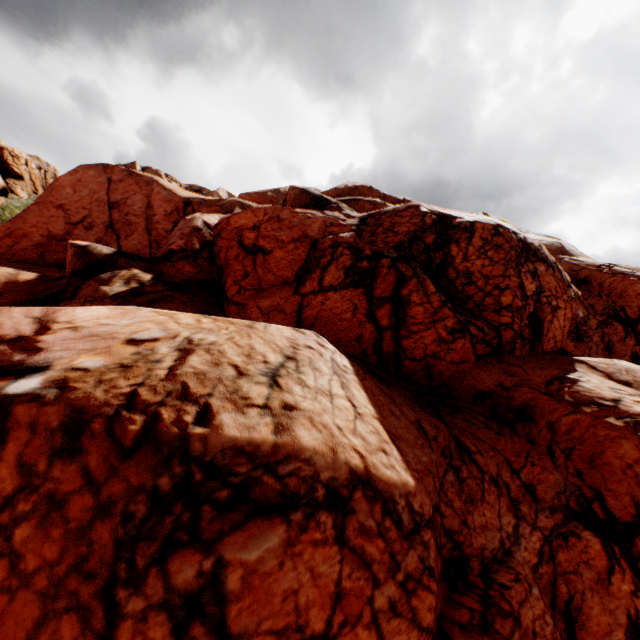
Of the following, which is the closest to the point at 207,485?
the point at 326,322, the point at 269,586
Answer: the point at 269,586
